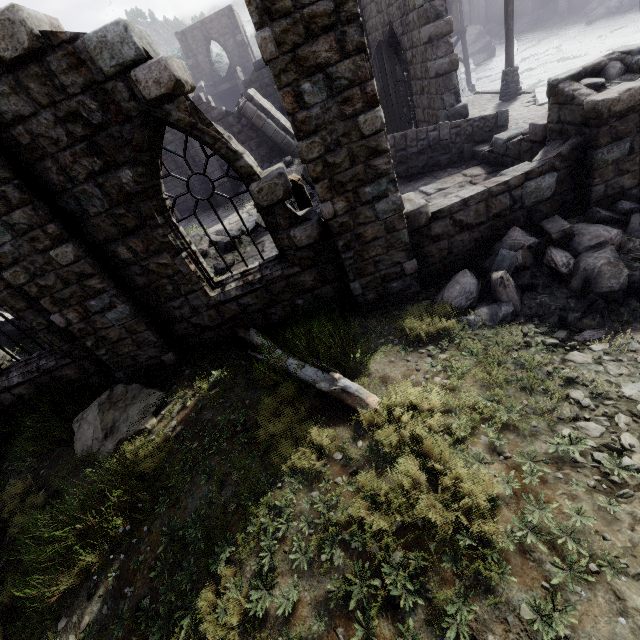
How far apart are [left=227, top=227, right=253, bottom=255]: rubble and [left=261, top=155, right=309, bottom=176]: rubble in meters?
5.7 m

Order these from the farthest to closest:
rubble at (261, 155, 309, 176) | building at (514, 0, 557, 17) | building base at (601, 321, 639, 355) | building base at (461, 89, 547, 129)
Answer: building at (514, 0, 557, 17), rubble at (261, 155, 309, 176), building base at (461, 89, 547, 129), building base at (601, 321, 639, 355)

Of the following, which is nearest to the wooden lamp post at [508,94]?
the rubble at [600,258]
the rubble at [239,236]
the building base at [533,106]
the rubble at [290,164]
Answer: the building base at [533,106]

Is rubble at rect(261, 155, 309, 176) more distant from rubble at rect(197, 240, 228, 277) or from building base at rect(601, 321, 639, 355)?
building base at rect(601, 321, 639, 355)

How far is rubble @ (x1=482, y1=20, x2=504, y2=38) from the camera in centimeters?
4228cm

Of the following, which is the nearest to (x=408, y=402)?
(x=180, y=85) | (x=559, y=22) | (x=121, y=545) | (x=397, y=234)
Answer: (x=397, y=234)

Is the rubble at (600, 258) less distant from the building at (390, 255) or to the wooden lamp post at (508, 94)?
the building at (390, 255)

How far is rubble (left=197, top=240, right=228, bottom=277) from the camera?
10.1 meters
